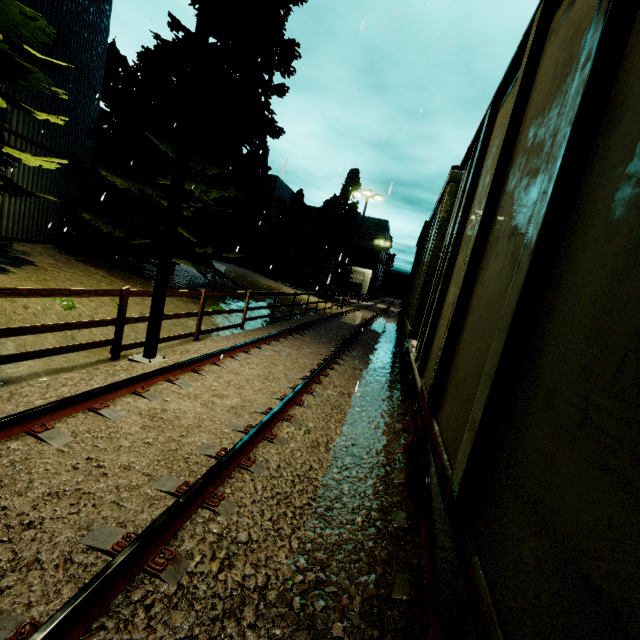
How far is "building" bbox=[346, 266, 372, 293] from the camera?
52.88m

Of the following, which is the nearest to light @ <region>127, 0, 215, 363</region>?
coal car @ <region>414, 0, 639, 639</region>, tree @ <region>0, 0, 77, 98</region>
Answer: tree @ <region>0, 0, 77, 98</region>

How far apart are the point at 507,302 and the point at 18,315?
7.7 meters

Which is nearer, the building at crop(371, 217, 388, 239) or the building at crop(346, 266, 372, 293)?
the building at crop(346, 266, 372, 293)

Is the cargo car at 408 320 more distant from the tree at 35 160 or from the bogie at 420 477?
the tree at 35 160

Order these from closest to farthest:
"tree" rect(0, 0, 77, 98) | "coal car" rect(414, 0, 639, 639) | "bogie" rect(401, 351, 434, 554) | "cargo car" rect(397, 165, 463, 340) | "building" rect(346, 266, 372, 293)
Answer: "coal car" rect(414, 0, 639, 639)
"bogie" rect(401, 351, 434, 554)
"tree" rect(0, 0, 77, 98)
"cargo car" rect(397, 165, 463, 340)
"building" rect(346, 266, 372, 293)

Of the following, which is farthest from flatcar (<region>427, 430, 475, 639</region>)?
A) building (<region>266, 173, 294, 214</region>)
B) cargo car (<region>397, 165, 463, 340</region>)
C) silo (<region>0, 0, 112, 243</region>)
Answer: building (<region>266, 173, 294, 214</region>)

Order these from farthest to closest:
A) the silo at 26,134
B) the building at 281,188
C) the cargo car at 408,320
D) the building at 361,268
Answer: the building at 361,268
the building at 281,188
the silo at 26,134
the cargo car at 408,320
